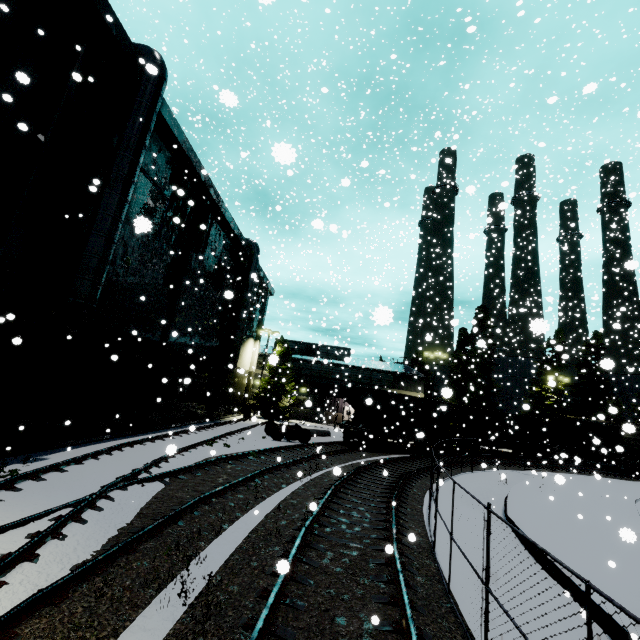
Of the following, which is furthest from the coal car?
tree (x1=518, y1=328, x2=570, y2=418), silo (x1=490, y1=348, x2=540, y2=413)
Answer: tree (x1=518, y1=328, x2=570, y2=418)

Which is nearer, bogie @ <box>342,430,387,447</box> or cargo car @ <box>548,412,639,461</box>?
bogie @ <box>342,430,387,447</box>

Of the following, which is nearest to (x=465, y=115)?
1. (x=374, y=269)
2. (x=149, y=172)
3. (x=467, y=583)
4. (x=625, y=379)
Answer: (x=374, y=269)

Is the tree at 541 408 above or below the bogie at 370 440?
above

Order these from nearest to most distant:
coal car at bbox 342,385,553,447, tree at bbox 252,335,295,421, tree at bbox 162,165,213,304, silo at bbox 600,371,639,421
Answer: tree at bbox 162,165,213,304 < coal car at bbox 342,385,553,447 < tree at bbox 252,335,295,421 < silo at bbox 600,371,639,421

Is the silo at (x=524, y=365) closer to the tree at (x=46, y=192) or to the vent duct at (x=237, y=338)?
the tree at (x=46, y=192)

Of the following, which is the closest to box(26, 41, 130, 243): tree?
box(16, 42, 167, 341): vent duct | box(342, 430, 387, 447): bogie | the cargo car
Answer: box(16, 42, 167, 341): vent duct

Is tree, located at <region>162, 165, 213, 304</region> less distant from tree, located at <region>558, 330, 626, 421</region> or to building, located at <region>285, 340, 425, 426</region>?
building, located at <region>285, 340, 425, 426</region>
